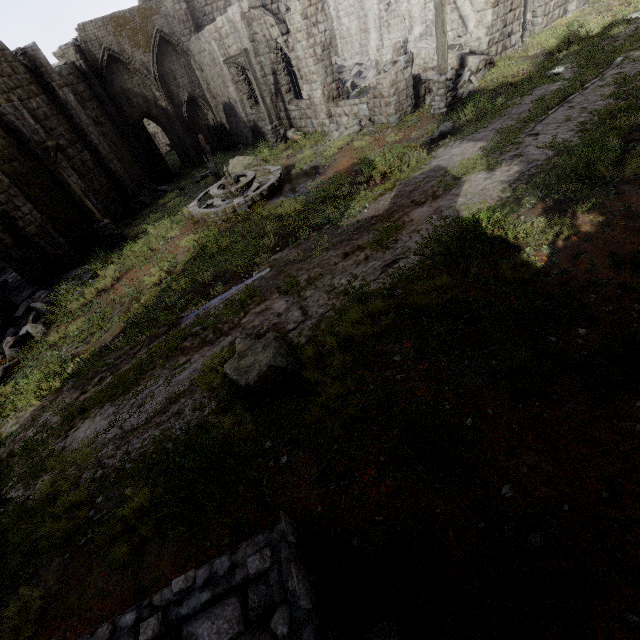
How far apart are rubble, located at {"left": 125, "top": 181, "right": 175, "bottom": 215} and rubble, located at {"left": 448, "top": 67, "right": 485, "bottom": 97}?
17.3m

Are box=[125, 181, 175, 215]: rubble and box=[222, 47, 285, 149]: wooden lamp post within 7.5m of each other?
no

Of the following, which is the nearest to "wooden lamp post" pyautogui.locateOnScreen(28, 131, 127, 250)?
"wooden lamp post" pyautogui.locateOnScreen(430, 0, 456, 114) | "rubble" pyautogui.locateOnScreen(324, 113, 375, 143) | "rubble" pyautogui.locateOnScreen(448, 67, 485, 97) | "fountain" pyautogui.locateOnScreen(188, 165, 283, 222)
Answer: "fountain" pyautogui.locateOnScreen(188, 165, 283, 222)

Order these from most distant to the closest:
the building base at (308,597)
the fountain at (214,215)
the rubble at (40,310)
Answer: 1. the fountain at (214,215)
2. the rubble at (40,310)
3. the building base at (308,597)

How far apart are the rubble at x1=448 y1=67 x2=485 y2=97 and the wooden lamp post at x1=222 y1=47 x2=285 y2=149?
8.00m

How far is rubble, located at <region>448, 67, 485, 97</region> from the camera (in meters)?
13.98

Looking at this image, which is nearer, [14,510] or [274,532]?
[274,532]

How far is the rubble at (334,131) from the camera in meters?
14.7 m
